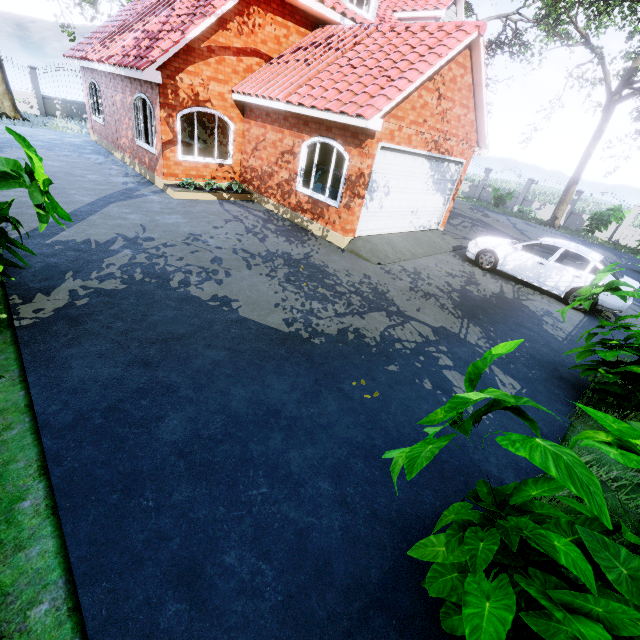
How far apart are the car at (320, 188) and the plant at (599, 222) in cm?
1821

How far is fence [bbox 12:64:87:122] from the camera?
18.39m

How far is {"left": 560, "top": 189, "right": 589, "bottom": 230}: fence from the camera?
22.2 meters

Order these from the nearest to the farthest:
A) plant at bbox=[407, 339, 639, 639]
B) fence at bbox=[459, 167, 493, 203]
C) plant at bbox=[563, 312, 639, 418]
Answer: plant at bbox=[407, 339, 639, 639], plant at bbox=[563, 312, 639, 418], fence at bbox=[459, 167, 493, 203]

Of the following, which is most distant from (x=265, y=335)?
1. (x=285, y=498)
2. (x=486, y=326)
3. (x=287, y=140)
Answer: (x=287, y=140)

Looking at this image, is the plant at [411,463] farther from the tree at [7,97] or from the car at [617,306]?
the tree at [7,97]

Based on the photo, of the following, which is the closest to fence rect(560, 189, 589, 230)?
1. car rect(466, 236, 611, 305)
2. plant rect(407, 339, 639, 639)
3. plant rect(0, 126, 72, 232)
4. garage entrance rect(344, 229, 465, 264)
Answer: car rect(466, 236, 611, 305)
